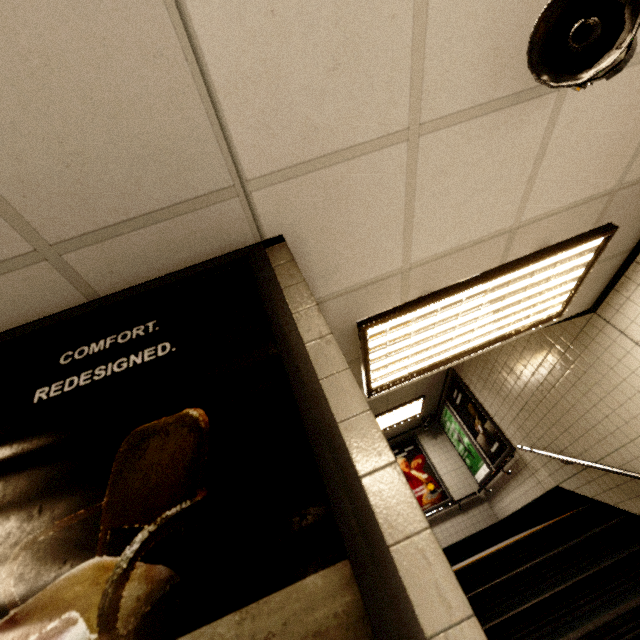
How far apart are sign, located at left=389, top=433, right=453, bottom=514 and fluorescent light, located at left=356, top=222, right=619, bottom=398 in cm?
643

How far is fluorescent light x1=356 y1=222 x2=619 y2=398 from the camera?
2.2m

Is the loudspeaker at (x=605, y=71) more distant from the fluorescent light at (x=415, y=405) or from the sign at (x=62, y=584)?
the fluorescent light at (x=415, y=405)

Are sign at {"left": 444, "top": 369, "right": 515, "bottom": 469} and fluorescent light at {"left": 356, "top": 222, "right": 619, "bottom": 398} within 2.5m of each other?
no

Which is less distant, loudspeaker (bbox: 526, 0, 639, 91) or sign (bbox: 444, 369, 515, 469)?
loudspeaker (bbox: 526, 0, 639, 91)

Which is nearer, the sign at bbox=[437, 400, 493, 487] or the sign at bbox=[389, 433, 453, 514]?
the sign at bbox=[437, 400, 493, 487]

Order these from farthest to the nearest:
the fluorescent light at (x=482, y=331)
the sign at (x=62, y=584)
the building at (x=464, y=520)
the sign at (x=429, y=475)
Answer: the sign at (x=429, y=475)
the building at (x=464, y=520)
the fluorescent light at (x=482, y=331)
the sign at (x=62, y=584)

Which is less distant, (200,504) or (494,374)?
(200,504)
